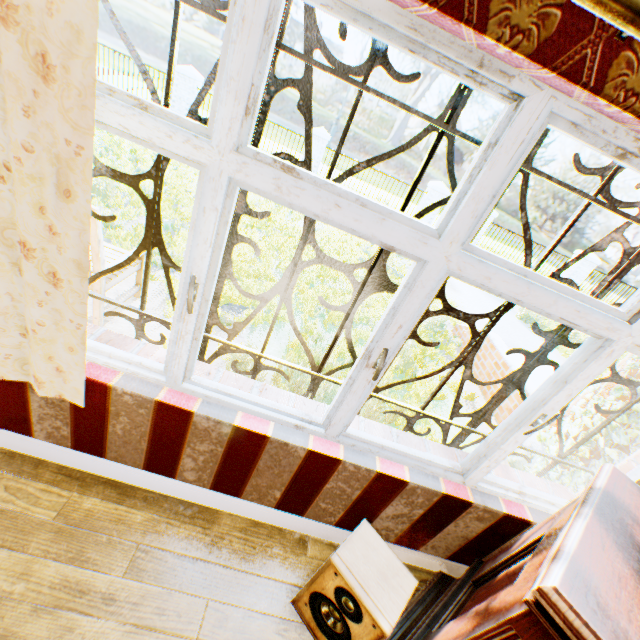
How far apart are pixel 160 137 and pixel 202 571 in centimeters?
208cm

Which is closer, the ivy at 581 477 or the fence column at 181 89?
the ivy at 581 477

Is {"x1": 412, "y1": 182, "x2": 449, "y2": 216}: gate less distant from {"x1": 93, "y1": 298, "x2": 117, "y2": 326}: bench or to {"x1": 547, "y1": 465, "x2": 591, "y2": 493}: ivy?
{"x1": 547, "y1": 465, "x2": 591, "y2": 493}: ivy

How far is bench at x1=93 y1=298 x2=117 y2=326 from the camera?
3.4 meters

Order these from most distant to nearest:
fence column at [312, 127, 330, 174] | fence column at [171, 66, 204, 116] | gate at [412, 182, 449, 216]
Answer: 1. gate at [412, 182, 449, 216]
2. fence column at [312, 127, 330, 174]
3. fence column at [171, 66, 204, 116]

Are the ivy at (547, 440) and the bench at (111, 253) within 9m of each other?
yes

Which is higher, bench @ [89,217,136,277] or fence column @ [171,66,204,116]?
fence column @ [171,66,204,116]

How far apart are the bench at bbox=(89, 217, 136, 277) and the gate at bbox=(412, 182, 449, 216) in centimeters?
1283cm
